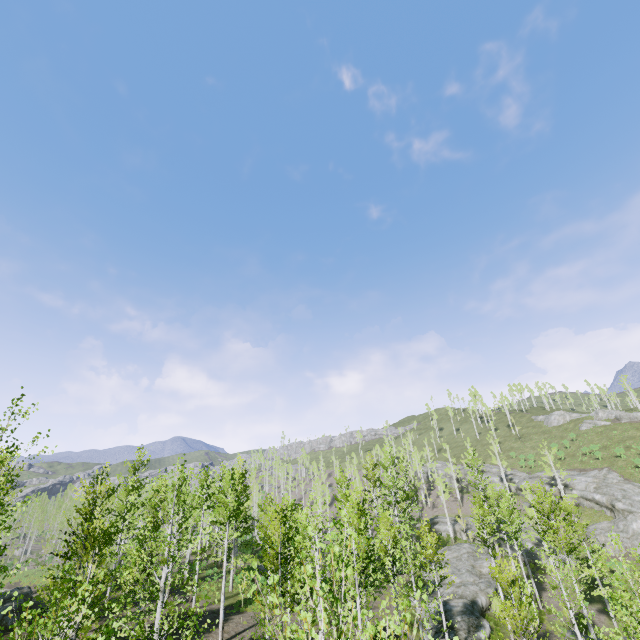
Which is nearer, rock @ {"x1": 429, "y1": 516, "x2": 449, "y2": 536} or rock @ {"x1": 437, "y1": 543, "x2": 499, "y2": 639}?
rock @ {"x1": 437, "y1": 543, "x2": 499, "y2": 639}

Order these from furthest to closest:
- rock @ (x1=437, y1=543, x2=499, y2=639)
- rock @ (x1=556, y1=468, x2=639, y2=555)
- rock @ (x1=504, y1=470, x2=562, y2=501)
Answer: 1. rock @ (x1=504, y1=470, x2=562, y2=501)
2. rock @ (x1=556, y1=468, x2=639, y2=555)
3. rock @ (x1=437, y1=543, x2=499, y2=639)

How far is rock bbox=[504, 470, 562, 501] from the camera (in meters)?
45.60

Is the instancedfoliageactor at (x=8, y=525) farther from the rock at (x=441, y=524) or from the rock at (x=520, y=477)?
the rock at (x=520, y=477)

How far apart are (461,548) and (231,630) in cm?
2748

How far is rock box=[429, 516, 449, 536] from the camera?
48.4m

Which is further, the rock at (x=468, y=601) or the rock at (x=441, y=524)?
the rock at (x=441, y=524)

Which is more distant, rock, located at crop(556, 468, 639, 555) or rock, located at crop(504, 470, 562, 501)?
rock, located at crop(504, 470, 562, 501)
